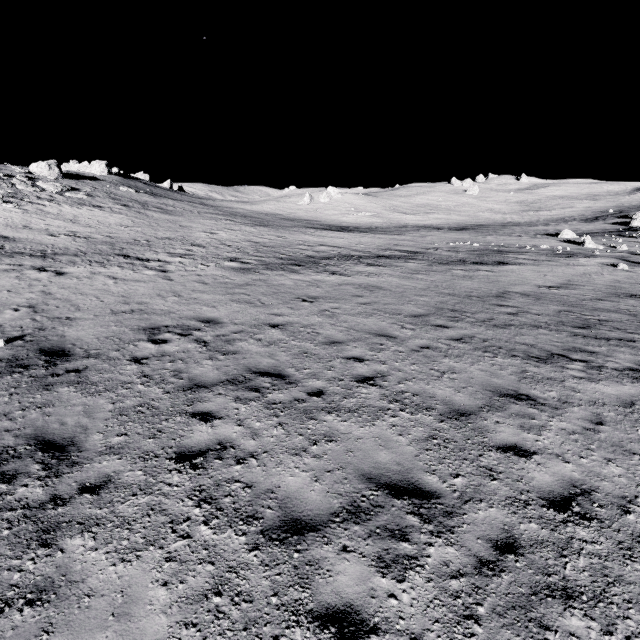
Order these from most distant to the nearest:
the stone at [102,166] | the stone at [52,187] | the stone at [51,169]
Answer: the stone at [102,166]
the stone at [51,169]
the stone at [52,187]

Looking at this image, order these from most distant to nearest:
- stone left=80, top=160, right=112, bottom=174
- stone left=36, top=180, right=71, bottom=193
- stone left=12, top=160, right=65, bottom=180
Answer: stone left=80, top=160, right=112, bottom=174 → stone left=12, top=160, right=65, bottom=180 → stone left=36, top=180, right=71, bottom=193

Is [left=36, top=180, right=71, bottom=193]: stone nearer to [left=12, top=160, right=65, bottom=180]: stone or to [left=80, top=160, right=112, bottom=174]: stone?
[left=12, top=160, right=65, bottom=180]: stone

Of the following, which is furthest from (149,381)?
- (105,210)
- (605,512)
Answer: (105,210)

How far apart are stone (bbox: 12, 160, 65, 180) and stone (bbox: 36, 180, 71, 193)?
6.09m

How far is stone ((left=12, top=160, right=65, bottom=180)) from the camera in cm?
3976

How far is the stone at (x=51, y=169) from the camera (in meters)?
39.76
